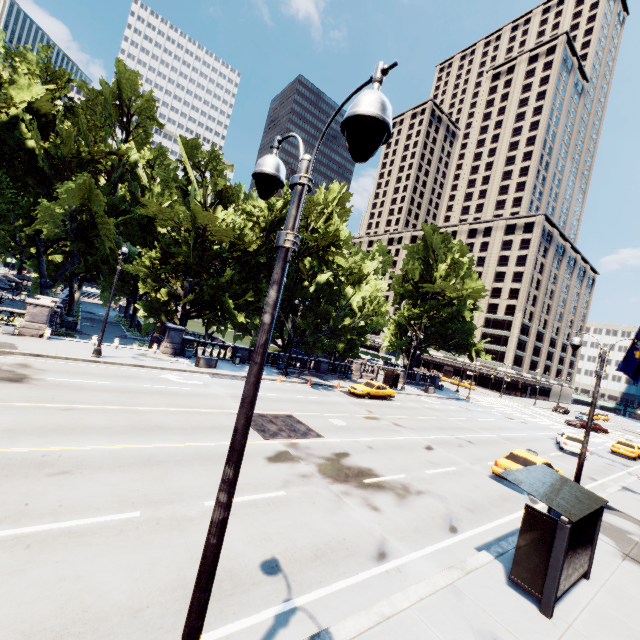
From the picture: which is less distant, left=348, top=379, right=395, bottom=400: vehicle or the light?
the light

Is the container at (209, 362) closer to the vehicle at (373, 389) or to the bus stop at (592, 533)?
the vehicle at (373, 389)

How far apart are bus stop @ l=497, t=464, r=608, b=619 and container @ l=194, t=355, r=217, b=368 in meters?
21.6

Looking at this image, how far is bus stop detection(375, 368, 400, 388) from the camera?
37.2 meters

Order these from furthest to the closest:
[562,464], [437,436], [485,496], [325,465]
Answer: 1. [562,464]
2. [437,436]
3. [485,496]
4. [325,465]

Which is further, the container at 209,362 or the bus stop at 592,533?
the container at 209,362

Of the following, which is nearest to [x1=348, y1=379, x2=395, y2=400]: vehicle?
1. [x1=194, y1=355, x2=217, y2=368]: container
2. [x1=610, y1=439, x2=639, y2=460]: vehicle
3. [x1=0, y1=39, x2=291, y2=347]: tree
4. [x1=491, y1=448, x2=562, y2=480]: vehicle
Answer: [x1=0, y1=39, x2=291, y2=347]: tree

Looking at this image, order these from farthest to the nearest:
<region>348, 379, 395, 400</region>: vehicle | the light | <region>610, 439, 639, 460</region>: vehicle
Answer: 1. <region>610, 439, 639, 460</region>: vehicle
2. <region>348, 379, 395, 400</region>: vehicle
3. the light
